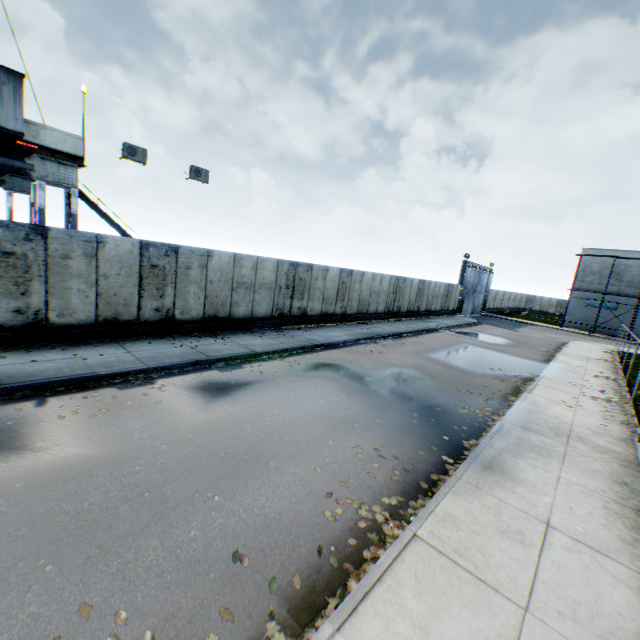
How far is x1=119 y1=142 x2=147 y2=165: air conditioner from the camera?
12.6m

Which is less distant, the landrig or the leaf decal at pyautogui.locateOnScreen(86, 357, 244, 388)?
the leaf decal at pyautogui.locateOnScreen(86, 357, 244, 388)

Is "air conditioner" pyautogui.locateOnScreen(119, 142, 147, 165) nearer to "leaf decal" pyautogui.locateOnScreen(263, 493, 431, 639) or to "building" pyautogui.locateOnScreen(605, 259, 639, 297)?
"leaf decal" pyautogui.locateOnScreen(263, 493, 431, 639)

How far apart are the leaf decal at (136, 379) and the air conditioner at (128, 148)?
8.95m

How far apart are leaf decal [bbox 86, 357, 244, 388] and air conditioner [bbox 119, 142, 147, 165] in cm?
895

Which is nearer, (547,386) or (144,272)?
(144,272)

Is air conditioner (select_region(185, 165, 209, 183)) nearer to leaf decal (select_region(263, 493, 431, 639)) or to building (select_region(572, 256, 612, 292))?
leaf decal (select_region(263, 493, 431, 639))

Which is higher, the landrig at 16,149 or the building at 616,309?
the landrig at 16,149
